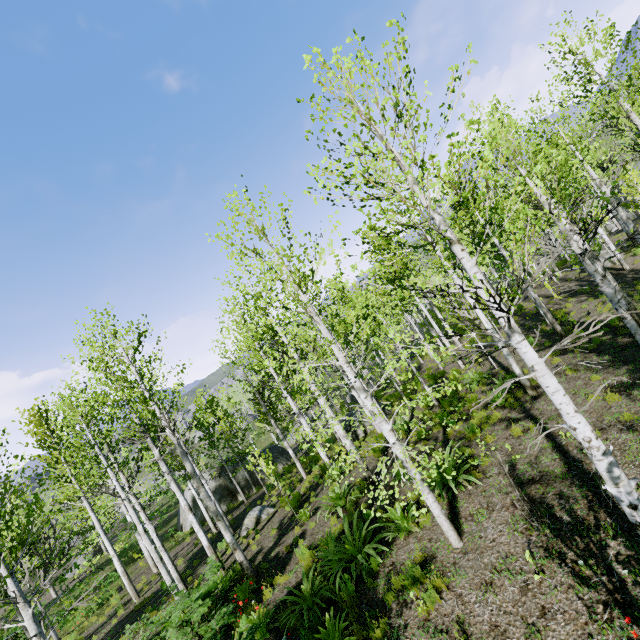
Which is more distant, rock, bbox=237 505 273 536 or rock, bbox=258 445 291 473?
rock, bbox=258 445 291 473

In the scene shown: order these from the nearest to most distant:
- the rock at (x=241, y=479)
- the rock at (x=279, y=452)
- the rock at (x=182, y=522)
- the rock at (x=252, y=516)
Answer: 1. the rock at (x=252, y=516)
2. the rock at (x=241, y=479)
3. the rock at (x=182, y=522)
4. the rock at (x=279, y=452)

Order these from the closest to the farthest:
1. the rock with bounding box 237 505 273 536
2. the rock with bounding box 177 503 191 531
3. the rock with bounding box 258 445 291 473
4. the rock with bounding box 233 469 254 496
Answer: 1. the rock with bounding box 237 505 273 536
2. the rock with bounding box 233 469 254 496
3. the rock with bounding box 177 503 191 531
4. the rock with bounding box 258 445 291 473

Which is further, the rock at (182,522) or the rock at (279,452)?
the rock at (279,452)

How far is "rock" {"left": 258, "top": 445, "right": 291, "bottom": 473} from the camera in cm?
2698

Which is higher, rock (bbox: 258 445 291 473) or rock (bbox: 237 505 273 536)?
rock (bbox: 237 505 273 536)

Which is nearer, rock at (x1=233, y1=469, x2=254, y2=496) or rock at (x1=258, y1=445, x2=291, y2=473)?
rock at (x1=233, y1=469, x2=254, y2=496)

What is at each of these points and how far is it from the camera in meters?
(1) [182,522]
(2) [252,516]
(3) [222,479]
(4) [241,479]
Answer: (1) rock, 27.8
(2) rock, 15.7
(3) rock, 26.7
(4) rock, 26.0
